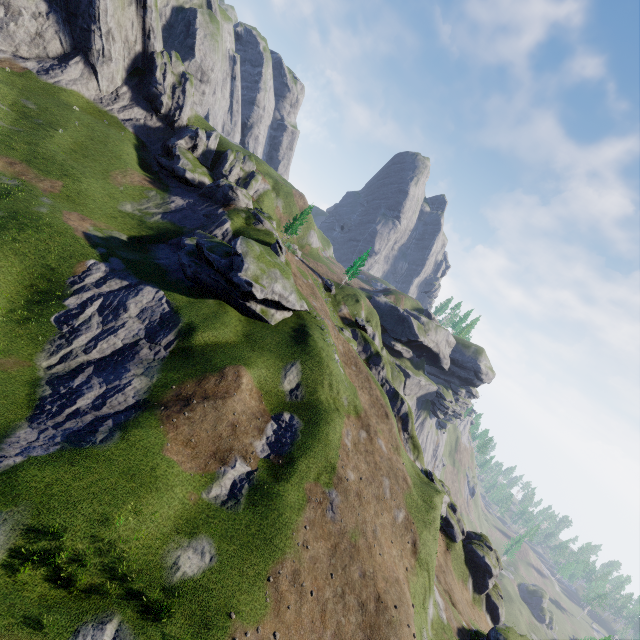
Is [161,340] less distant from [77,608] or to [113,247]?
[113,247]
